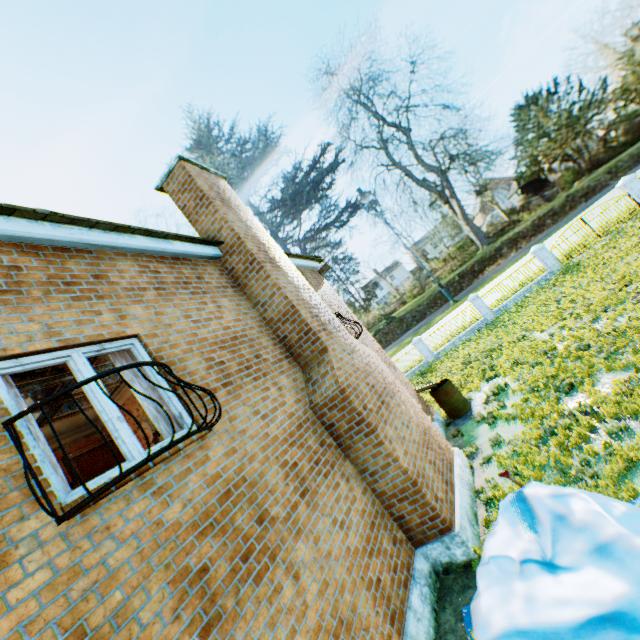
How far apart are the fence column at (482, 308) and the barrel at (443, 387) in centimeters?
1327cm

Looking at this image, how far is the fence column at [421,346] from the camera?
25.7m

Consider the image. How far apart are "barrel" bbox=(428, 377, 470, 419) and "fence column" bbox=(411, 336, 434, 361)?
13.1 meters

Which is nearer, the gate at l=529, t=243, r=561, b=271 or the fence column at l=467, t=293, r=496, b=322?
the gate at l=529, t=243, r=561, b=271

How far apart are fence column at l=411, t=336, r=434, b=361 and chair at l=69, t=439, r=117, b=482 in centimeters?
2380cm

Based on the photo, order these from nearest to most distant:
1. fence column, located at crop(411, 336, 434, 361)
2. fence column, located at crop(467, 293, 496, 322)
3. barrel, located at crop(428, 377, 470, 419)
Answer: barrel, located at crop(428, 377, 470, 419)
fence column, located at crop(467, 293, 496, 322)
fence column, located at crop(411, 336, 434, 361)

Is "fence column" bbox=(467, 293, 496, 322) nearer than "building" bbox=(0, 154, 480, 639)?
No

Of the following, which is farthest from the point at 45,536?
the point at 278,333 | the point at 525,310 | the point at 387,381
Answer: the point at 525,310
